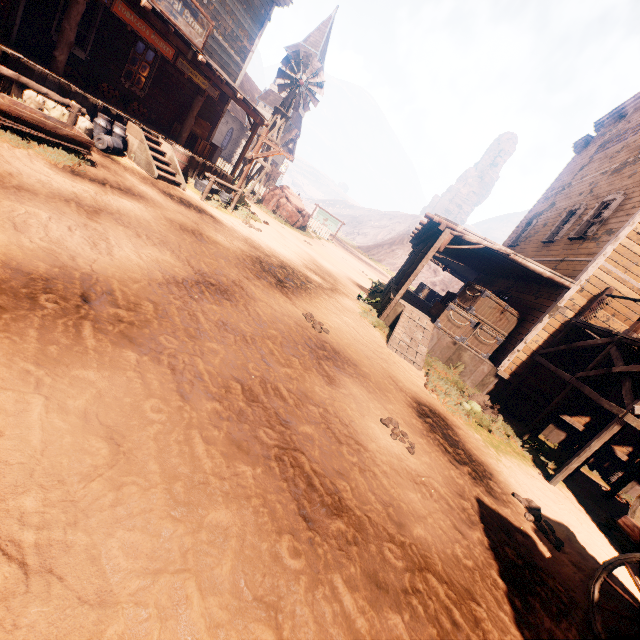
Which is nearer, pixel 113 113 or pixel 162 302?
pixel 162 302

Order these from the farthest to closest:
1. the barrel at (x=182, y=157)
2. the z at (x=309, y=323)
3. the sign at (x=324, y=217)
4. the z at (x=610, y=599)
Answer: the sign at (x=324, y=217) → the barrel at (x=182, y=157) → the z at (x=610, y=599) → the z at (x=309, y=323)

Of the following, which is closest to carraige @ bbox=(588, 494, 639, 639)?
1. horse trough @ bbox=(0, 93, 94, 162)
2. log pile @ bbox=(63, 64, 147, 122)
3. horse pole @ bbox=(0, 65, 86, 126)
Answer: horse trough @ bbox=(0, 93, 94, 162)

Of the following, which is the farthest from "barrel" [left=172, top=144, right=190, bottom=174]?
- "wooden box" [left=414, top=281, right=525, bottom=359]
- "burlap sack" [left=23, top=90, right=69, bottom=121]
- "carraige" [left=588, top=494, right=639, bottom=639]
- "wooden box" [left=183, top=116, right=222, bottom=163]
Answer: "carraige" [left=588, top=494, right=639, bottom=639]

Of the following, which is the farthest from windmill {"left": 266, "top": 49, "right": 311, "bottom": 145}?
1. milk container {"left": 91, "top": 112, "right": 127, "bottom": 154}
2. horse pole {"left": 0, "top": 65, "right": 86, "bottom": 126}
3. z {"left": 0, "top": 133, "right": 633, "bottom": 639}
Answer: horse pole {"left": 0, "top": 65, "right": 86, "bottom": 126}

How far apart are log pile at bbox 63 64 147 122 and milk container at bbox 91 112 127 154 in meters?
1.5

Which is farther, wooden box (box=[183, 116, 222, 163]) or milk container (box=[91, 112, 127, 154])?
wooden box (box=[183, 116, 222, 163])

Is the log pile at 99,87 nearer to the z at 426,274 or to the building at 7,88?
the building at 7,88
